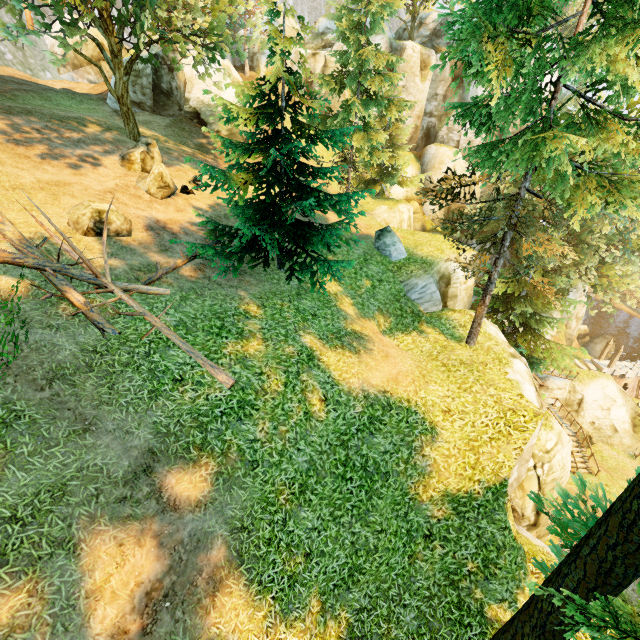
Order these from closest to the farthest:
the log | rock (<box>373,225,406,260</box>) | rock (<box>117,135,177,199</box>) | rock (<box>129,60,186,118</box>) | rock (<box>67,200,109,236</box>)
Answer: the log → rock (<box>67,200,109,236</box>) → rock (<box>117,135,177,199</box>) → rock (<box>373,225,406,260</box>) → rock (<box>129,60,186,118</box>)

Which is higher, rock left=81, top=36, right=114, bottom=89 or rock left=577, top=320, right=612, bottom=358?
rock left=81, top=36, right=114, bottom=89

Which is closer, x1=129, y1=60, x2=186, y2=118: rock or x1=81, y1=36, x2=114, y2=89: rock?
x1=129, y1=60, x2=186, y2=118: rock

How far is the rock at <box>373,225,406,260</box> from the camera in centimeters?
1694cm

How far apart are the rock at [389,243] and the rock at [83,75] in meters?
29.8

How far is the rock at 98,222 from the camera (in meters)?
10.23

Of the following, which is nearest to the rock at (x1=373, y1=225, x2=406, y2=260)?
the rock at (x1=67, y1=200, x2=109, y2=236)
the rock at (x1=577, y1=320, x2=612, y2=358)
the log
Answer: the log

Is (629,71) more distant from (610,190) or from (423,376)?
(423,376)
